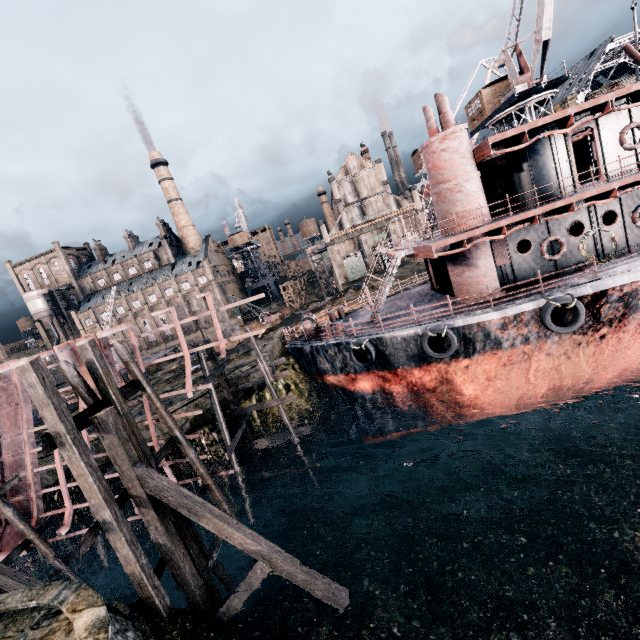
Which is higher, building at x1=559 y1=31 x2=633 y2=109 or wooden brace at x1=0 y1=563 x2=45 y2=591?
building at x1=559 y1=31 x2=633 y2=109

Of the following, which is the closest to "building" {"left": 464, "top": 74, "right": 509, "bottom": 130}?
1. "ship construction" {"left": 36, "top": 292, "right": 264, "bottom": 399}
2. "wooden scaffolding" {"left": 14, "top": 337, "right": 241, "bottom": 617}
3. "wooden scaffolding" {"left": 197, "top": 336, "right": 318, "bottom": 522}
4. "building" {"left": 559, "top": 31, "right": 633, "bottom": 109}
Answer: "building" {"left": 559, "top": 31, "right": 633, "bottom": 109}

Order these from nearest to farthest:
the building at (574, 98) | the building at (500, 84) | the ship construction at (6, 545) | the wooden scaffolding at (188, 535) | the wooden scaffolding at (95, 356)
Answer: the wooden scaffolding at (95, 356) → the wooden scaffolding at (188, 535) → the ship construction at (6, 545) → the building at (500, 84) → the building at (574, 98)

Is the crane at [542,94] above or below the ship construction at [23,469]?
above

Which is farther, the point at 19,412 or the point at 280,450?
the point at 280,450

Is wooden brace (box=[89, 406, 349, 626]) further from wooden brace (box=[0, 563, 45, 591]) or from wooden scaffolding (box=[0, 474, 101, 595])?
wooden scaffolding (box=[0, 474, 101, 595])

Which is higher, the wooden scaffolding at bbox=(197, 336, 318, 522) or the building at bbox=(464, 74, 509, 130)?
the building at bbox=(464, 74, 509, 130)

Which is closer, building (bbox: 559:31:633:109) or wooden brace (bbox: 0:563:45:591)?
wooden brace (bbox: 0:563:45:591)
